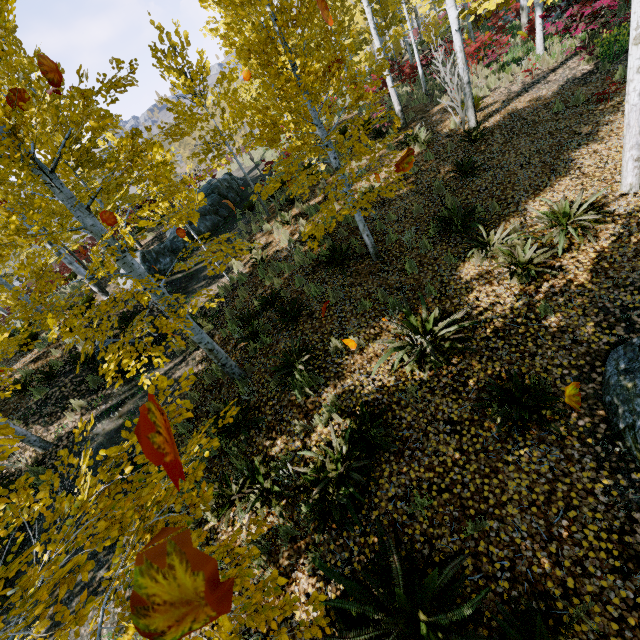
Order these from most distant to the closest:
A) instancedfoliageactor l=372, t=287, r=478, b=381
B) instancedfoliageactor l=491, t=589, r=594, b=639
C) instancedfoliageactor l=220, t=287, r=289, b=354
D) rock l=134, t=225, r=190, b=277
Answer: rock l=134, t=225, r=190, b=277, instancedfoliageactor l=220, t=287, r=289, b=354, instancedfoliageactor l=372, t=287, r=478, b=381, instancedfoliageactor l=491, t=589, r=594, b=639

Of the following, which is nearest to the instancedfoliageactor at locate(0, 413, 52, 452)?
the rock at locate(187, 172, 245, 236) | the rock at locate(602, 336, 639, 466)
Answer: the rock at locate(602, 336, 639, 466)

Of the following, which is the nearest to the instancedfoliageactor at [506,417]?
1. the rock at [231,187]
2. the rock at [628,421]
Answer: the rock at [628,421]

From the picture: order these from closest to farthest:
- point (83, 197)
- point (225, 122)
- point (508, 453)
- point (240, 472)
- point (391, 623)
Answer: point (391, 623), point (508, 453), point (240, 472), point (83, 197), point (225, 122)

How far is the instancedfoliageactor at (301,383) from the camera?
5.4 meters

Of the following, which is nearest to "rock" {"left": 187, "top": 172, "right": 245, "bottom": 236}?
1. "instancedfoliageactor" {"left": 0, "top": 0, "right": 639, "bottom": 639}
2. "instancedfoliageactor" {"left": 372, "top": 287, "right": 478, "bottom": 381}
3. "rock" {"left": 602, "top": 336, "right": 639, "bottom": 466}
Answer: "instancedfoliageactor" {"left": 0, "top": 0, "right": 639, "bottom": 639}

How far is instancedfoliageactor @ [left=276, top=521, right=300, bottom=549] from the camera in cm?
426
